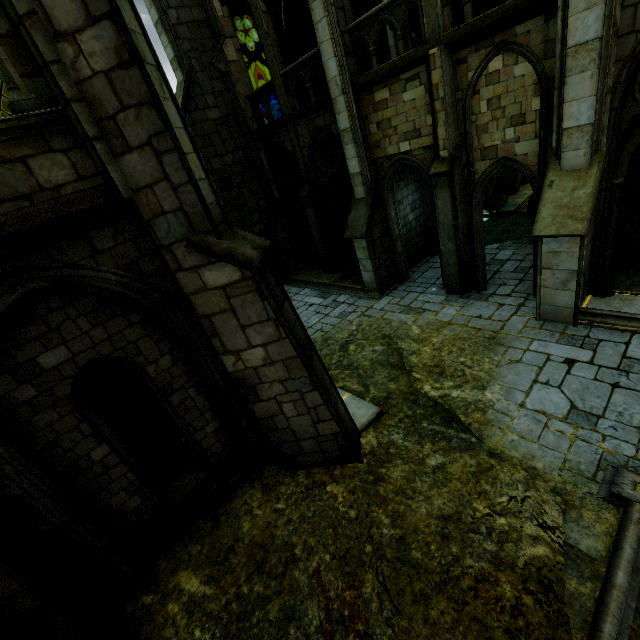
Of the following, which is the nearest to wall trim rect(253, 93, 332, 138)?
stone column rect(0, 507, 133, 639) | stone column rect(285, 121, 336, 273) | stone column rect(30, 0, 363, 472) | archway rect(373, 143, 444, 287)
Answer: stone column rect(285, 121, 336, 273)

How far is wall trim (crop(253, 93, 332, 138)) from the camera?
10.47m

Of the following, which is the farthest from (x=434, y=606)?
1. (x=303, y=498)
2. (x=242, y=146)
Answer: (x=242, y=146)

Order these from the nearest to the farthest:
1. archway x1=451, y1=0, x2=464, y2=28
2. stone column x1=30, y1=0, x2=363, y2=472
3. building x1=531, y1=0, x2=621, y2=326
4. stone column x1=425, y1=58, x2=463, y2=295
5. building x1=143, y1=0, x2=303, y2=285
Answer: stone column x1=30, y1=0, x2=363, y2=472, building x1=531, y1=0, x2=621, y2=326, archway x1=451, y1=0, x2=464, y2=28, stone column x1=425, y1=58, x2=463, y2=295, building x1=143, y1=0, x2=303, y2=285

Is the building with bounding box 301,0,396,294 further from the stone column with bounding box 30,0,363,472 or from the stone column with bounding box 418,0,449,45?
the stone column with bounding box 30,0,363,472

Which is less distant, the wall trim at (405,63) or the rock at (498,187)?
Answer: the wall trim at (405,63)

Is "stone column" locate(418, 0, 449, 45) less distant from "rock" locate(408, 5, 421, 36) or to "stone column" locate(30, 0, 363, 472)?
"rock" locate(408, 5, 421, 36)

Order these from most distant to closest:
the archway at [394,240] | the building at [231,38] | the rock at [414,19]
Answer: the building at [231,38]
the rock at [414,19]
the archway at [394,240]
